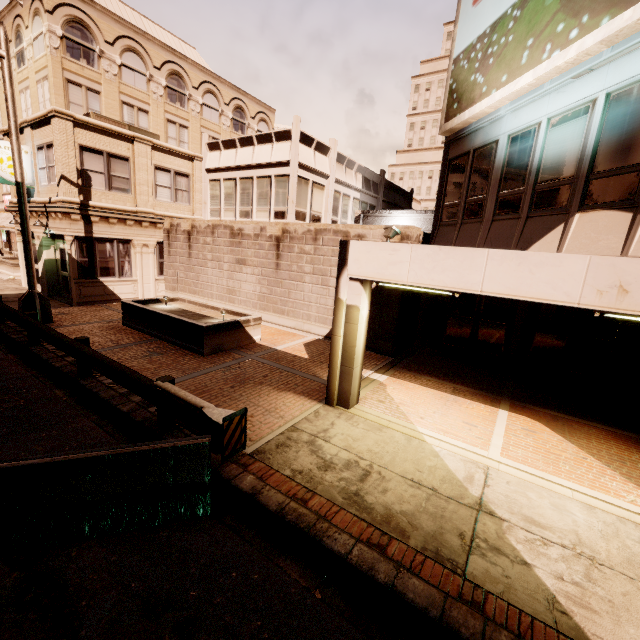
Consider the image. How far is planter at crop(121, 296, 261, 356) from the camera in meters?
10.1

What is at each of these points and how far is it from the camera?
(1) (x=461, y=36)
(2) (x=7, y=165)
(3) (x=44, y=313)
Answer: (1) sign, 10.15m
(2) sign, 14.46m
(3) street light, 11.52m

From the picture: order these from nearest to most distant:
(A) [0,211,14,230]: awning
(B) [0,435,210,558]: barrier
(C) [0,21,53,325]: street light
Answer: (B) [0,435,210,558]: barrier → (C) [0,21,53,325]: street light → (A) [0,211,14,230]: awning

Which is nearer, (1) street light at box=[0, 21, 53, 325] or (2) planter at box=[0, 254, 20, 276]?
(1) street light at box=[0, 21, 53, 325]

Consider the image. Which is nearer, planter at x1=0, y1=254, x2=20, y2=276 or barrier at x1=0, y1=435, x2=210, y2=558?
barrier at x1=0, y1=435, x2=210, y2=558

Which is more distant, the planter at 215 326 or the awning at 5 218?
the awning at 5 218

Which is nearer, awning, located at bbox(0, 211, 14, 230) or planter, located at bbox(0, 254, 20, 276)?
planter, located at bbox(0, 254, 20, 276)

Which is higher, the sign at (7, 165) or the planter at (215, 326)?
the sign at (7, 165)
